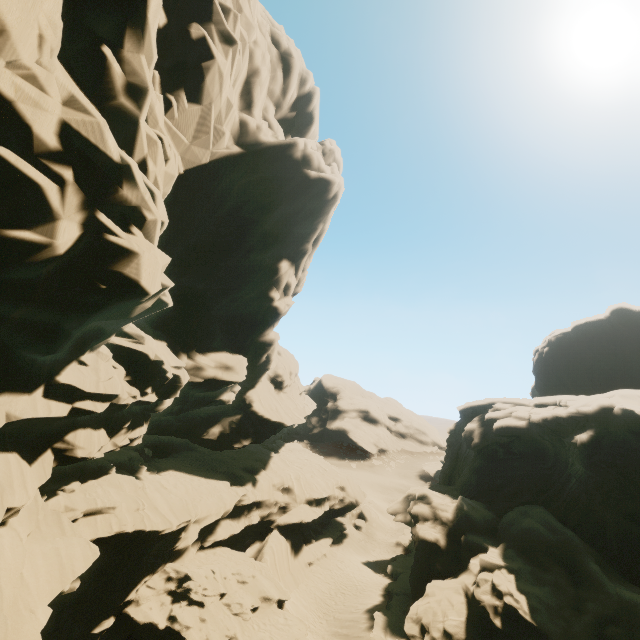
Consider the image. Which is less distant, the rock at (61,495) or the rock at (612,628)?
the rock at (61,495)

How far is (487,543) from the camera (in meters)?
23.27

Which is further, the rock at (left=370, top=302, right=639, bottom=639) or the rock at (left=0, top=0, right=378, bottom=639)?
the rock at (left=370, top=302, right=639, bottom=639)
